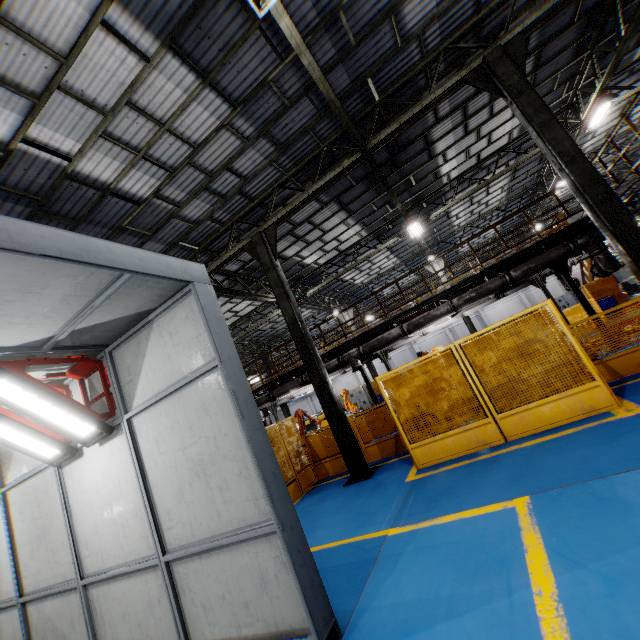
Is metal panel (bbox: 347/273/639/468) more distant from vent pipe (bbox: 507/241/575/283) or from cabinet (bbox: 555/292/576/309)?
cabinet (bbox: 555/292/576/309)

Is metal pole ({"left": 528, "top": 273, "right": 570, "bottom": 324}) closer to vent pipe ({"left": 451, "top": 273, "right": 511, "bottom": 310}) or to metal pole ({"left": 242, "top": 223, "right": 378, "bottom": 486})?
vent pipe ({"left": 451, "top": 273, "right": 511, "bottom": 310})

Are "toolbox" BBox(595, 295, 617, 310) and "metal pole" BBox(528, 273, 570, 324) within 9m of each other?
yes

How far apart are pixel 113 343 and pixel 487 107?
13.7 meters

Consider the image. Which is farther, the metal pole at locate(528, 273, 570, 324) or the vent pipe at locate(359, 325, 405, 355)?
the metal pole at locate(528, 273, 570, 324)

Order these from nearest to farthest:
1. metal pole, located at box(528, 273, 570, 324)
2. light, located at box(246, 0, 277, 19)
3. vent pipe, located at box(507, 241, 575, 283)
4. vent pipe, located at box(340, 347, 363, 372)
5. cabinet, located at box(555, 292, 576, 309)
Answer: light, located at box(246, 0, 277, 19) → vent pipe, located at box(507, 241, 575, 283) → vent pipe, located at box(340, 347, 363, 372) → metal pole, located at box(528, 273, 570, 324) → cabinet, located at box(555, 292, 576, 309)

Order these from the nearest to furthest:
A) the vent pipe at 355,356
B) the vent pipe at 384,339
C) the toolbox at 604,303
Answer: the vent pipe at 384,339
the vent pipe at 355,356
the toolbox at 604,303

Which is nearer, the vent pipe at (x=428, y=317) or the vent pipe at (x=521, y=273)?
the vent pipe at (x=521, y=273)
